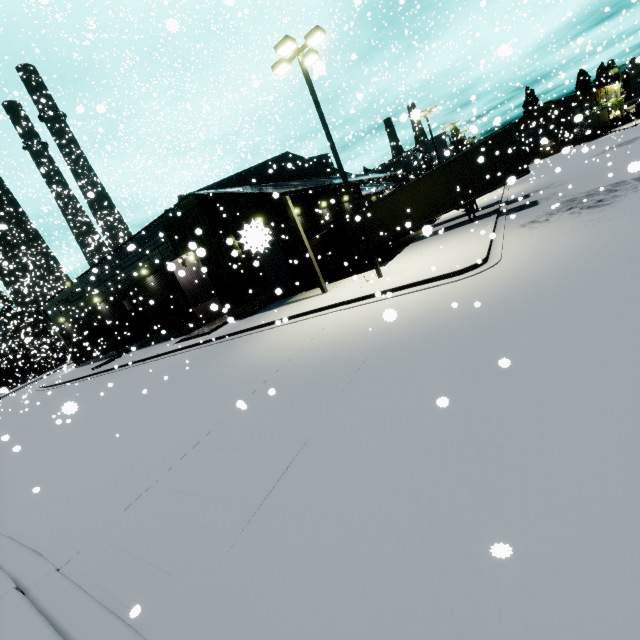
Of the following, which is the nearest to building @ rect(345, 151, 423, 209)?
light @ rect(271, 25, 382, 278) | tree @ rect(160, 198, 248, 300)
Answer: tree @ rect(160, 198, 248, 300)

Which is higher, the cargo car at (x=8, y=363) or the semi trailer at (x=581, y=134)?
the cargo car at (x=8, y=363)

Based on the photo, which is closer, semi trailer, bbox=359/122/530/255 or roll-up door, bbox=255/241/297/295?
semi trailer, bbox=359/122/530/255

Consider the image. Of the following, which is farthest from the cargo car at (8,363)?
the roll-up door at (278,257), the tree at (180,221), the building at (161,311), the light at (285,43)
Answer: the light at (285,43)

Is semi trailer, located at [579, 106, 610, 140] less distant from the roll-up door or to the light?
the roll-up door

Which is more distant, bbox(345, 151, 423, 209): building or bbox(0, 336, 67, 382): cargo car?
bbox(0, 336, 67, 382): cargo car

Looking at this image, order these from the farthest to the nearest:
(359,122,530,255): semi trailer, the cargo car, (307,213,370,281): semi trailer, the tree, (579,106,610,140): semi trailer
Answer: (579,106,610,140): semi trailer, the cargo car, (307,213,370,281): semi trailer, the tree, (359,122,530,255): semi trailer

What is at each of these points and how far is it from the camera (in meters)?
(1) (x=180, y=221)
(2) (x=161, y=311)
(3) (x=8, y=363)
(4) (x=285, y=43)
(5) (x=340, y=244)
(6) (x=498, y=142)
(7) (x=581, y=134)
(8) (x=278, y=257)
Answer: (1) tree, 19.81
(2) building, 24.94
(3) cargo car, 54.91
(4) light, 11.77
(5) semi trailer, 24.41
(6) semi trailer, 17.47
(7) semi trailer, 59.88
(8) roll-up door, 24.12
